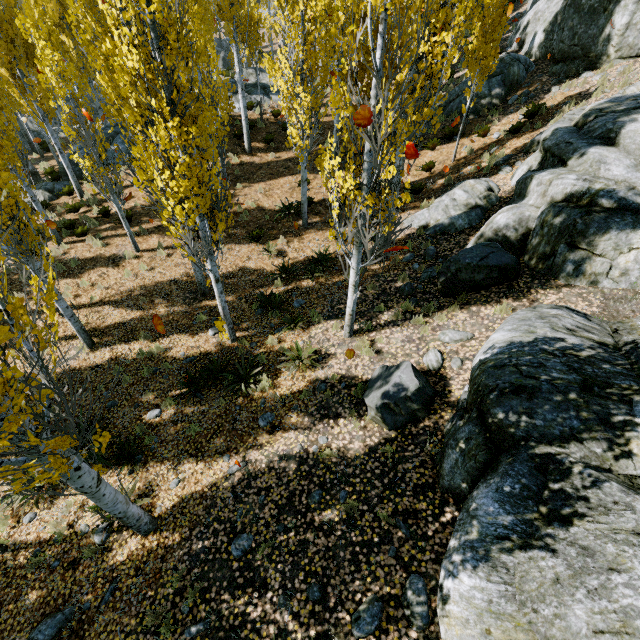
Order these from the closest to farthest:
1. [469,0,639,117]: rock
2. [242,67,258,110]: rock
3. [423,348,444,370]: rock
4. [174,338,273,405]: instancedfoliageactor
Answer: [423,348,444,370]: rock
[174,338,273,405]: instancedfoliageactor
[469,0,639,117]: rock
[242,67,258,110]: rock

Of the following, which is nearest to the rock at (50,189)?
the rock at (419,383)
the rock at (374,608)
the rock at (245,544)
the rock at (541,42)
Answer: the rock at (541,42)

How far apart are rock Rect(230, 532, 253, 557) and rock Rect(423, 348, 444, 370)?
4.64m

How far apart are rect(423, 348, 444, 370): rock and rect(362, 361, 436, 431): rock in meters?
0.3 m

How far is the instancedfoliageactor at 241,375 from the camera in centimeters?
777cm

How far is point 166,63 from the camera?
6.3m

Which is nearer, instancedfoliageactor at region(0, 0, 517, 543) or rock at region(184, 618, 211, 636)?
instancedfoliageactor at region(0, 0, 517, 543)

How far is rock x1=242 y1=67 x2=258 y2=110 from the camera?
19.2m
